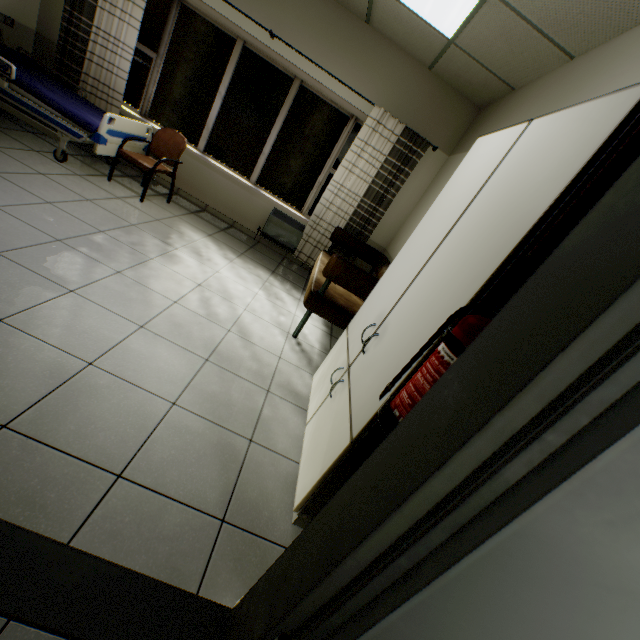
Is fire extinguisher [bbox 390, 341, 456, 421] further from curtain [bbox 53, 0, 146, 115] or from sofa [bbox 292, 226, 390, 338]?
curtain [bbox 53, 0, 146, 115]

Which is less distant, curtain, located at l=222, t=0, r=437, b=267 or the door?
the door

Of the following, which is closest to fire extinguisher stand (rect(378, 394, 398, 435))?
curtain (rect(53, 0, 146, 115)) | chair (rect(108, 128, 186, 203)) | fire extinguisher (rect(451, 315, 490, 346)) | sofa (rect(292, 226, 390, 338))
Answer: fire extinguisher (rect(451, 315, 490, 346))

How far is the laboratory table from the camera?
1.49m

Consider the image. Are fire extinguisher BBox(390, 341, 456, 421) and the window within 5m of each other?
no

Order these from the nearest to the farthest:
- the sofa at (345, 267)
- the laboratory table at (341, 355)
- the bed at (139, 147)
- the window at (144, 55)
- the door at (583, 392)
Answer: the door at (583, 392) < the laboratory table at (341, 355) < the sofa at (345, 267) < the bed at (139, 147) < the window at (144, 55)

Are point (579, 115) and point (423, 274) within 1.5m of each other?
yes

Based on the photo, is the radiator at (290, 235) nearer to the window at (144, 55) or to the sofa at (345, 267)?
the sofa at (345, 267)
